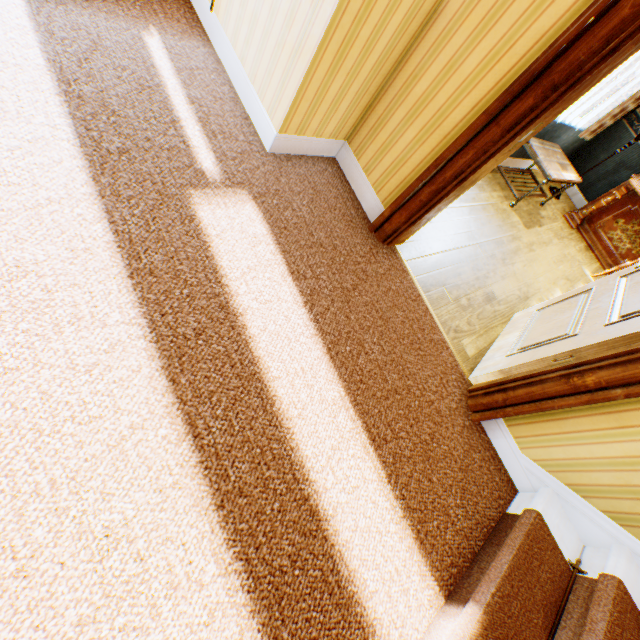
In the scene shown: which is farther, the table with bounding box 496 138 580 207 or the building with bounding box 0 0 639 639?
the table with bounding box 496 138 580 207

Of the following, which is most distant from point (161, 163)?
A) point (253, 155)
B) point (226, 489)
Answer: point (226, 489)

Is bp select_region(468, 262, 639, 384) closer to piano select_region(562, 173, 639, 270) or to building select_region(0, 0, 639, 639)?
building select_region(0, 0, 639, 639)

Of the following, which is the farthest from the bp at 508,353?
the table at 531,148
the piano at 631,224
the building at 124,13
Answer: the piano at 631,224

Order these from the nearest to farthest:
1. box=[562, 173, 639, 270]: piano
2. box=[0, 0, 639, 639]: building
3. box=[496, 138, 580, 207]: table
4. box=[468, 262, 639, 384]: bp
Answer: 1. box=[0, 0, 639, 639]: building
2. box=[468, 262, 639, 384]: bp
3. box=[496, 138, 580, 207]: table
4. box=[562, 173, 639, 270]: piano

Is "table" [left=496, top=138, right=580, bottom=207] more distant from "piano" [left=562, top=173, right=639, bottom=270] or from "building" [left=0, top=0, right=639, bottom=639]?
"piano" [left=562, top=173, right=639, bottom=270]

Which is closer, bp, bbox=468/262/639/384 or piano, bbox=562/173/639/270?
bp, bbox=468/262/639/384

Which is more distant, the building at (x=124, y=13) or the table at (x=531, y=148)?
the table at (x=531, y=148)
